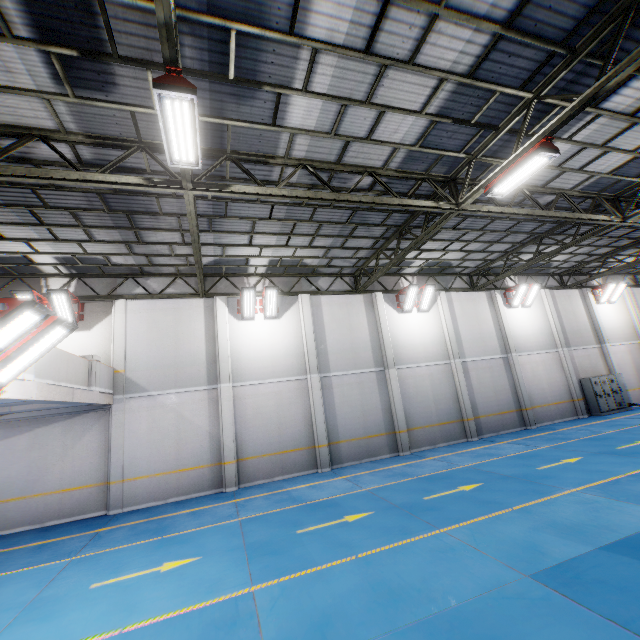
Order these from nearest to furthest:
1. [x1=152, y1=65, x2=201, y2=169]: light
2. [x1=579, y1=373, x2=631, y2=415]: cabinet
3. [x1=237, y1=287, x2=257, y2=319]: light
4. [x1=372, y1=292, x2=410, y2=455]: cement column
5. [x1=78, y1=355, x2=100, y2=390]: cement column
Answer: [x1=152, y1=65, x2=201, y2=169]: light
[x1=78, y1=355, x2=100, y2=390]: cement column
[x1=237, y1=287, x2=257, y2=319]: light
[x1=372, y1=292, x2=410, y2=455]: cement column
[x1=579, y1=373, x2=631, y2=415]: cabinet

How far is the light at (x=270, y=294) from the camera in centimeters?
1409cm

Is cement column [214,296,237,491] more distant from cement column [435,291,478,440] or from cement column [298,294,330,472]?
cement column [435,291,478,440]

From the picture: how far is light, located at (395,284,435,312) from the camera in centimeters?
1647cm

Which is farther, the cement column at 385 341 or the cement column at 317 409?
the cement column at 385 341

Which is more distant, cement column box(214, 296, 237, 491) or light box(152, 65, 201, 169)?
cement column box(214, 296, 237, 491)

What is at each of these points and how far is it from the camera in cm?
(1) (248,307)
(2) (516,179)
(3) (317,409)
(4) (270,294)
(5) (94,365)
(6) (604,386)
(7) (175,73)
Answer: (1) light, 1416
(2) light, 796
(3) cement column, 1422
(4) light, 1421
(5) cement column, 1054
(6) cabinet, 1920
(7) light, 473

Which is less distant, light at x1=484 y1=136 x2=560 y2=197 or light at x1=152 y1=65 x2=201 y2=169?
light at x1=152 y1=65 x2=201 y2=169
